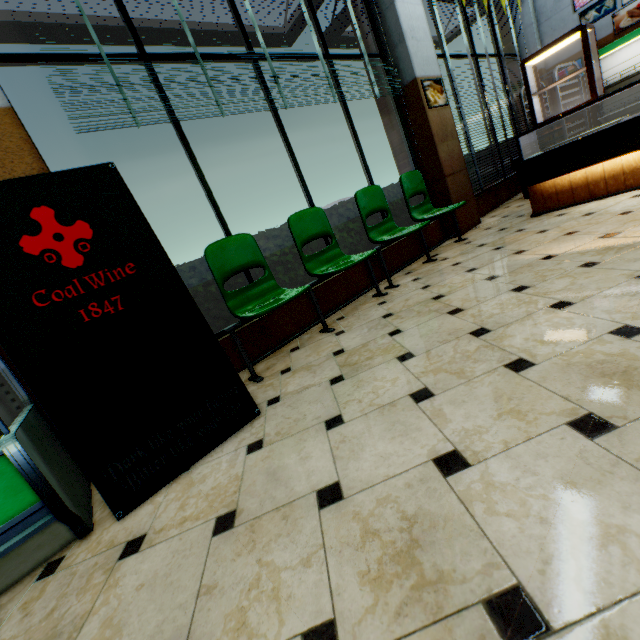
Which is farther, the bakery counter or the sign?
the bakery counter

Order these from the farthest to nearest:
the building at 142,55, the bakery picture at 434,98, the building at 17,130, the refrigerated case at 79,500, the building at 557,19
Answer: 1. the building at 557,19
2. the bakery picture at 434,98
3. the building at 142,55
4. the building at 17,130
5. the refrigerated case at 79,500

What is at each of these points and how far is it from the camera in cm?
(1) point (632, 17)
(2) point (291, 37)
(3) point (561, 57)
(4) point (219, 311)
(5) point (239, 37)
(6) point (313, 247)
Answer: (1) bakery picture, 605
(2) building, 518
(3) building, 695
(4) hedge, 307
(5) building, 468
(6) hedge, 376

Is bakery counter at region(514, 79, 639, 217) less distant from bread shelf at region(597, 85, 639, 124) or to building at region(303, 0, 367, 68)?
building at region(303, 0, 367, 68)

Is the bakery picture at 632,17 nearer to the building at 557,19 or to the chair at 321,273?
the building at 557,19

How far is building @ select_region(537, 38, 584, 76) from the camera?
6.73m

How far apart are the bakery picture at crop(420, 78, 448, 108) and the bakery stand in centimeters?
110cm

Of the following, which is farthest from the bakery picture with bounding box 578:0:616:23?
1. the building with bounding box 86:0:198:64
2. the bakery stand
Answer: the bakery stand
